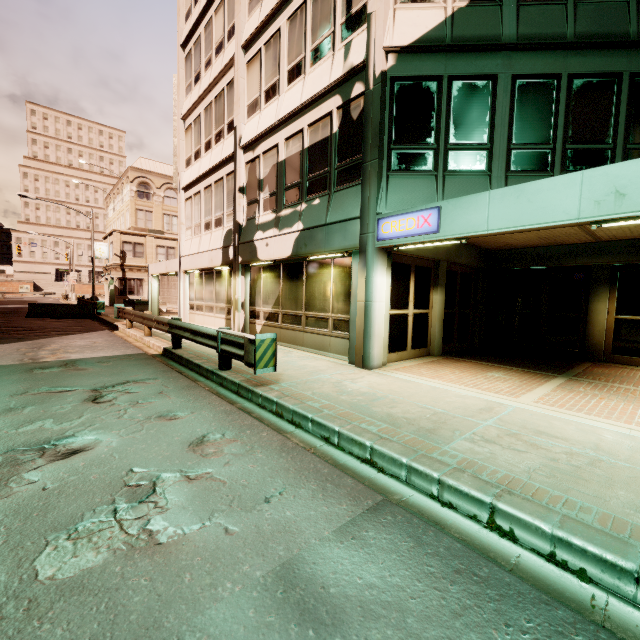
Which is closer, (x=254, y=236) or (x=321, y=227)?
(x=321, y=227)

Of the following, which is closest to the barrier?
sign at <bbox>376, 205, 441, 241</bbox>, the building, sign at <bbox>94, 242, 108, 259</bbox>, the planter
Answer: the building

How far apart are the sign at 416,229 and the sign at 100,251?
38.41m

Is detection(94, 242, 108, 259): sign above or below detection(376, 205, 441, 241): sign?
above

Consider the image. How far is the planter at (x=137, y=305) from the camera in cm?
2731

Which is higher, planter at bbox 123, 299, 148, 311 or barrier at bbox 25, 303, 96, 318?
planter at bbox 123, 299, 148, 311

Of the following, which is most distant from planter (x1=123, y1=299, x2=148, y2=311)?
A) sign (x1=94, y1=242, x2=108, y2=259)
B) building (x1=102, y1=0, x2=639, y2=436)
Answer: sign (x1=94, y1=242, x2=108, y2=259)

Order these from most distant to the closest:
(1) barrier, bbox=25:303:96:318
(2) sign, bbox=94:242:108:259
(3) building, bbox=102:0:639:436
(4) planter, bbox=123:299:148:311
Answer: → (2) sign, bbox=94:242:108:259 → (4) planter, bbox=123:299:148:311 → (1) barrier, bbox=25:303:96:318 → (3) building, bbox=102:0:639:436
